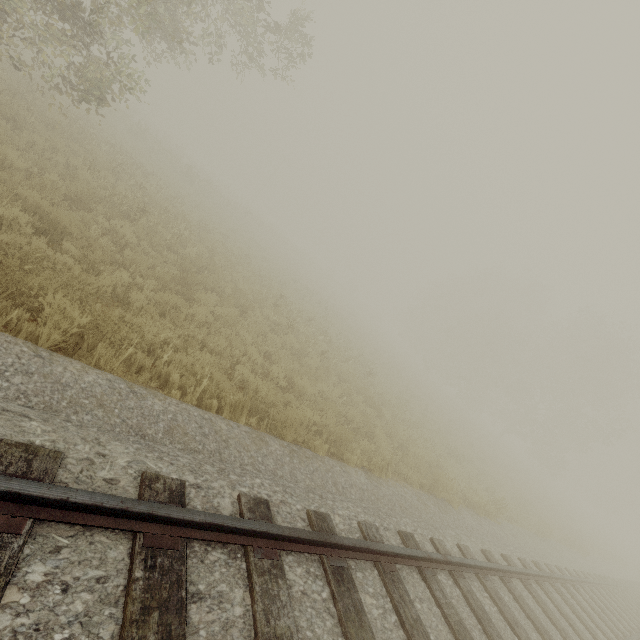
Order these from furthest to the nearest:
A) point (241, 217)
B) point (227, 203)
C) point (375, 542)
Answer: point (241, 217)
point (227, 203)
point (375, 542)

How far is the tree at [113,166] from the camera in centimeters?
A: 919cm

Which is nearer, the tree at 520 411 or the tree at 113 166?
the tree at 113 166

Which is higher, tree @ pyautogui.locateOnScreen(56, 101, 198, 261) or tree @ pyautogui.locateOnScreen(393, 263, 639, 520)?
tree @ pyautogui.locateOnScreen(393, 263, 639, 520)

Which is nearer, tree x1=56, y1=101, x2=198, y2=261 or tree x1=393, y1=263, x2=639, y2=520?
tree x1=56, y1=101, x2=198, y2=261

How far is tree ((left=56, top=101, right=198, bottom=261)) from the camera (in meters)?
9.19
